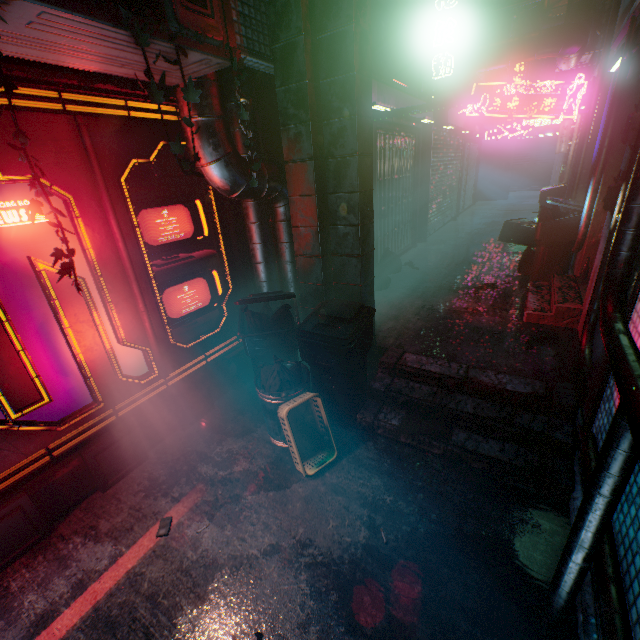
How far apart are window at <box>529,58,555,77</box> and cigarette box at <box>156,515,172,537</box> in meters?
18.9

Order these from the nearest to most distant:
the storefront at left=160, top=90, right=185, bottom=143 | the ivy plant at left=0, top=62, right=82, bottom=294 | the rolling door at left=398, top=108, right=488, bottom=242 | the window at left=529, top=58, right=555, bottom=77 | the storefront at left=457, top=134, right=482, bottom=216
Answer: the ivy plant at left=0, top=62, right=82, bottom=294 → the storefront at left=160, top=90, right=185, bottom=143 → the rolling door at left=398, top=108, right=488, bottom=242 → the storefront at left=457, top=134, right=482, bottom=216 → the window at left=529, top=58, right=555, bottom=77

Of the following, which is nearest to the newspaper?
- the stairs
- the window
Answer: the stairs

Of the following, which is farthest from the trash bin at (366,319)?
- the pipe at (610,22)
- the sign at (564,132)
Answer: the pipe at (610,22)

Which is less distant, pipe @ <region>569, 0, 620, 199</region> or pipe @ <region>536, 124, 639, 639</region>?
pipe @ <region>536, 124, 639, 639</region>

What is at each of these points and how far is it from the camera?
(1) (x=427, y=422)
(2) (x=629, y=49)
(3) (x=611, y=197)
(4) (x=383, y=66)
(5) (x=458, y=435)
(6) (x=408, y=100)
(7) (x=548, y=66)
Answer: (1) newspaper, 2.7 meters
(2) pipe, 3.1 meters
(3) mailbox, 2.7 meters
(4) building support, 4.8 meters
(5) stairs, 2.6 meters
(6) rolling door, 5.2 meters
(7) window, 13.1 meters

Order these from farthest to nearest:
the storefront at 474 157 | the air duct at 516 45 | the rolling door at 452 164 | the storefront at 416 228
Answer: the storefront at 474 157 < the rolling door at 452 164 < the storefront at 416 228 < the air duct at 516 45

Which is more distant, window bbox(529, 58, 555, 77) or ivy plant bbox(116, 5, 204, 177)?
window bbox(529, 58, 555, 77)
